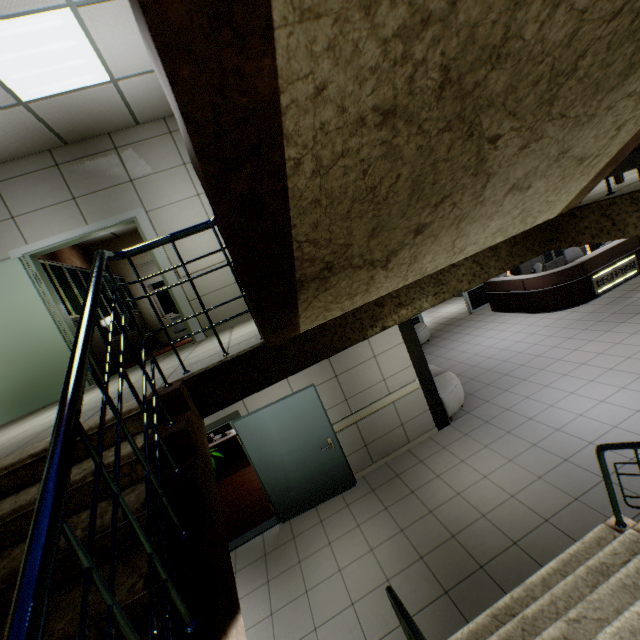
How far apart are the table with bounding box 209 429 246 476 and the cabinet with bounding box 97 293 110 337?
2.74m

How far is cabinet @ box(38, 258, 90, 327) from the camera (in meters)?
5.36

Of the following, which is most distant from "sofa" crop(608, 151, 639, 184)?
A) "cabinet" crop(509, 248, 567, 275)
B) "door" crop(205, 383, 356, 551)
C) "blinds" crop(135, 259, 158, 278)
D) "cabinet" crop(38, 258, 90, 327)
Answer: "cabinet" crop(509, 248, 567, 275)

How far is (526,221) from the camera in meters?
2.3 m

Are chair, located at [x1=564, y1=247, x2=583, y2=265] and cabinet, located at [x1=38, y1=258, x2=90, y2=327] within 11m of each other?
no

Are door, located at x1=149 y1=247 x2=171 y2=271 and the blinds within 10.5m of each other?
yes

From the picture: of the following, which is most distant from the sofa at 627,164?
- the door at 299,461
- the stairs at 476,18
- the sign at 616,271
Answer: the sign at 616,271

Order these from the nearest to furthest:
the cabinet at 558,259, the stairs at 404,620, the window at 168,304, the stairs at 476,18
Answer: the stairs at 476,18 → the stairs at 404,620 → the window at 168,304 → the cabinet at 558,259
